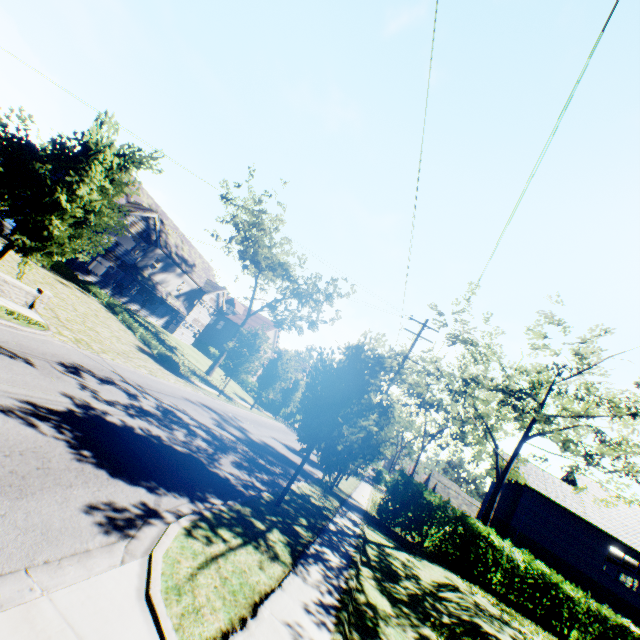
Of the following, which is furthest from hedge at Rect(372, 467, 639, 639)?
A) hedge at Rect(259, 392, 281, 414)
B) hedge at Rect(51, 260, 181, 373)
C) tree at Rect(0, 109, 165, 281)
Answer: hedge at Rect(259, 392, 281, 414)

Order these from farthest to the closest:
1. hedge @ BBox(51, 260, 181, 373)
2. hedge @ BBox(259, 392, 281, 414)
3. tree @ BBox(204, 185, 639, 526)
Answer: A: hedge @ BBox(259, 392, 281, 414) → hedge @ BBox(51, 260, 181, 373) → tree @ BBox(204, 185, 639, 526)

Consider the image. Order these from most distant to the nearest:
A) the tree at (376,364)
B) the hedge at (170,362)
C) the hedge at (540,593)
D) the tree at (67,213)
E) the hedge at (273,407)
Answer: the hedge at (273,407) < the hedge at (170,362) < the hedge at (540,593) < the tree at (376,364) < the tree at (67,213)

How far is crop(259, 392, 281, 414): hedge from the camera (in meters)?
42.72

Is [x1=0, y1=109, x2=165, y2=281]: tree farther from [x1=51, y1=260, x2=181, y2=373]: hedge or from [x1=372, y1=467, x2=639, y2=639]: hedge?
[x1=51, y1=260, x2=181, y2=373]: hedge

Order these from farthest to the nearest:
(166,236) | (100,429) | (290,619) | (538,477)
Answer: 1. (166,236)
2. (538,477)
3. (100,429)
4. (290,619)

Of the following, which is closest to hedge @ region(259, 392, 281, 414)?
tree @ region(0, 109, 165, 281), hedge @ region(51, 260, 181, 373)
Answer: tree @ region(0, 109, 165, 281)

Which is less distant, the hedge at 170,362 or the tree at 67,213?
the tree at 67,213
